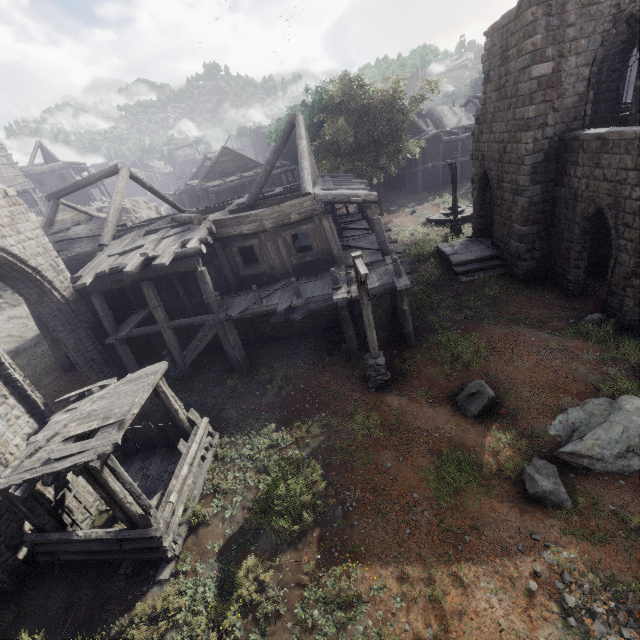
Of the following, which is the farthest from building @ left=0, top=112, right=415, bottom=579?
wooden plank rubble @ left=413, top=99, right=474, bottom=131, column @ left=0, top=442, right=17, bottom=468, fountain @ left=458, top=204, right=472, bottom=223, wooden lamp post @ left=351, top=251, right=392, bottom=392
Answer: fountain @ left=458, top=204, right=472, bottom=223

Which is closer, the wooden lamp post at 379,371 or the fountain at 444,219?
the wooden lamp post at 379,371

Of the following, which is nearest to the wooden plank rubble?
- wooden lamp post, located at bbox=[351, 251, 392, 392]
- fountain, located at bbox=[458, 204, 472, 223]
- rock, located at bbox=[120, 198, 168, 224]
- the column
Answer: fountain, located at bbox=[458, 204, 472, 223]

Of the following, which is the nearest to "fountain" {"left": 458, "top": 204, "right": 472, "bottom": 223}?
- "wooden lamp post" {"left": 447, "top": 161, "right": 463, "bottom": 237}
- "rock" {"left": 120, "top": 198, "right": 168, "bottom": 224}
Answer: "wooden lamp post" {"left": 447, "top": 161, "right": 463, "bottom": 237}

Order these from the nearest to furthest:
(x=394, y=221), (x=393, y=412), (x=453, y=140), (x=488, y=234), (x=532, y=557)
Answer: (x=532, y=557) → (x=393, y=412) → (x=488, y=234) → (x=394, y=221) → (x=453, y=140)

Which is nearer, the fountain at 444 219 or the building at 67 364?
the building at 67 364

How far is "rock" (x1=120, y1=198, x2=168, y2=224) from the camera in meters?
34.8

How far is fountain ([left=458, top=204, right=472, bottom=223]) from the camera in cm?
2434
